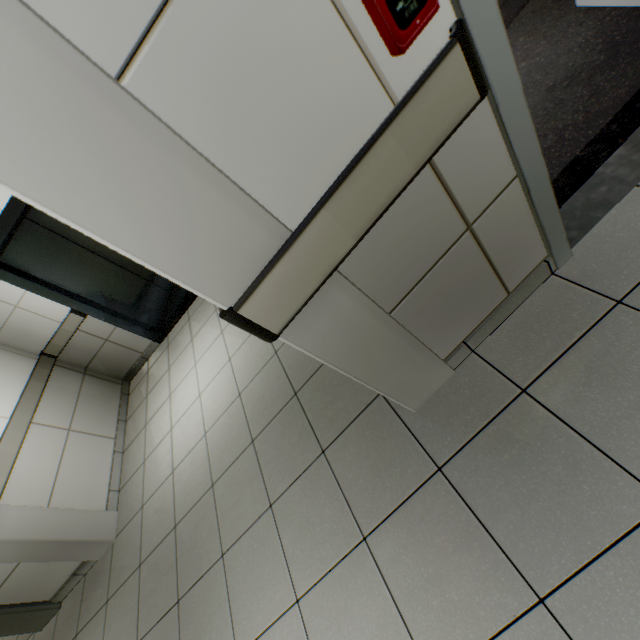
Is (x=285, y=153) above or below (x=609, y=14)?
above

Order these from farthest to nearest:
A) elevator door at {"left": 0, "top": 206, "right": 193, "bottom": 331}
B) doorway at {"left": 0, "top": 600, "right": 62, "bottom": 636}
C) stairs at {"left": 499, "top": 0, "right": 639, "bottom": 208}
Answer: elevator door at {"left": 0, "top": 206, "right": 193, "bottom": 331} < doorway at {"left": 0, "top": 600, "right": 62, "bottom": 636} < stairs at {"left": 499, "top": 0, "right": 639, "bottom": 208}

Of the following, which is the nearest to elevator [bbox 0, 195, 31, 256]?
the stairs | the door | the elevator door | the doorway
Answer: the elevator door

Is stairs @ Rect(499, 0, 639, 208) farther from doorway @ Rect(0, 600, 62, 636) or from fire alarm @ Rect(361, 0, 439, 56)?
doorway @ Rect(0, 600, 62, 636)

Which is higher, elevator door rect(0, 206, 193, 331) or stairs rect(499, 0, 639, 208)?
elevator door rect(0, 206, 193, 331)

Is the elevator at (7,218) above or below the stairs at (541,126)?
above

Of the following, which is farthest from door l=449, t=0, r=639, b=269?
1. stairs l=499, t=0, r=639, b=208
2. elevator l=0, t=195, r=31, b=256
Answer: elevator l=0, t=195, r=31, b=256

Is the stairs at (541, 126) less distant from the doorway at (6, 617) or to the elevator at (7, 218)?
the elevator at (7, 218)
